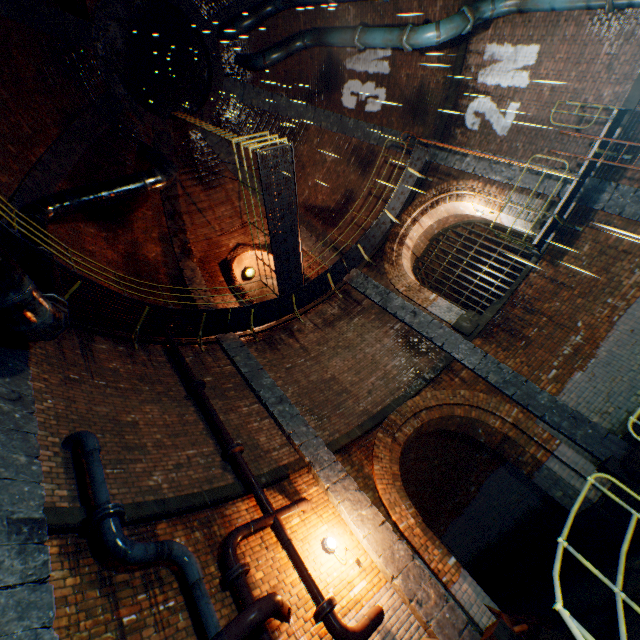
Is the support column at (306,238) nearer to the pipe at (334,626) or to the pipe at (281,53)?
the pipe at (281,53)

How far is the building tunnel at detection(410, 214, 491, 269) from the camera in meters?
13.4 m

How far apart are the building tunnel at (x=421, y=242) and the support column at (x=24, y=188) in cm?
1164

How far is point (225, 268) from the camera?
13.0 meters

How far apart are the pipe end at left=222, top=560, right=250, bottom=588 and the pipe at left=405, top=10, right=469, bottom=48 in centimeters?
1224cm

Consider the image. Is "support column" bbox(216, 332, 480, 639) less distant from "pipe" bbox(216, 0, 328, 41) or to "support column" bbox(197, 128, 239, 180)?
"support column" bbox(197, 128, 239, 180)

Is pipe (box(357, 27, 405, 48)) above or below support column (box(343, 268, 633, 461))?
above

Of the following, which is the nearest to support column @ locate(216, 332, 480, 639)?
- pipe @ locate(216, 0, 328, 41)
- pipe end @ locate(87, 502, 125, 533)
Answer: pipe end @ locate(87, 502, 125, 533)
